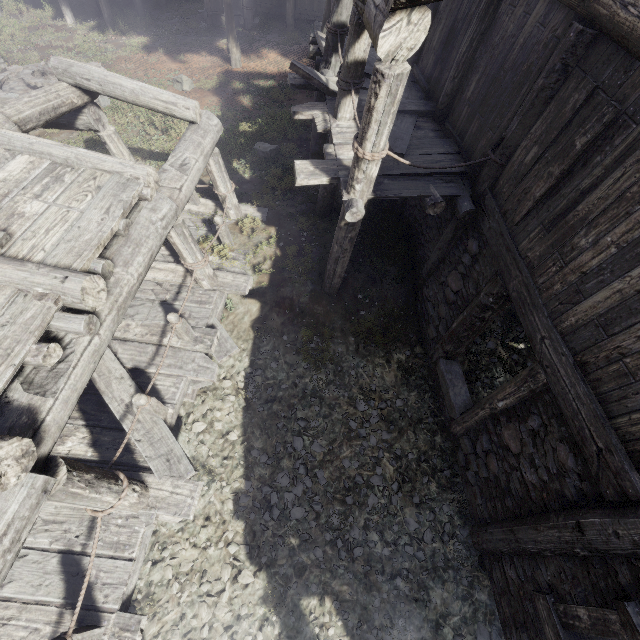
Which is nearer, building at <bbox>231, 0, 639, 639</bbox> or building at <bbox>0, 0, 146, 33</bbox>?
building at <bbox>231, 0, 639, 639</bbox>

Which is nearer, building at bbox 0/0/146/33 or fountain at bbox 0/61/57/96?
fountain at bbox 0/61/57/96

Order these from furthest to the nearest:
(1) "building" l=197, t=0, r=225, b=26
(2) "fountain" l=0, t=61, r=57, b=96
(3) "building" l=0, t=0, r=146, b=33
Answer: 1. (1) "building" l=197, t=0, r=225, b=26
2. (3) "building" l=0, t=0, r=146, b=33
3. (2) "fountain" l=0, t=61, r=57, b=96

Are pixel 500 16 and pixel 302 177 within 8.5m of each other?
yes

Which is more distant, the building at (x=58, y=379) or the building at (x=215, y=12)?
the building at (x=215, y=12)

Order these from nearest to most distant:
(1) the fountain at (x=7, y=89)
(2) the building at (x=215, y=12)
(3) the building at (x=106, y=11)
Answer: (1) the fountain at (x=7, y=89) → (3) the building at (x=106, y=11) → (2) the building at (x=215, y=12)
